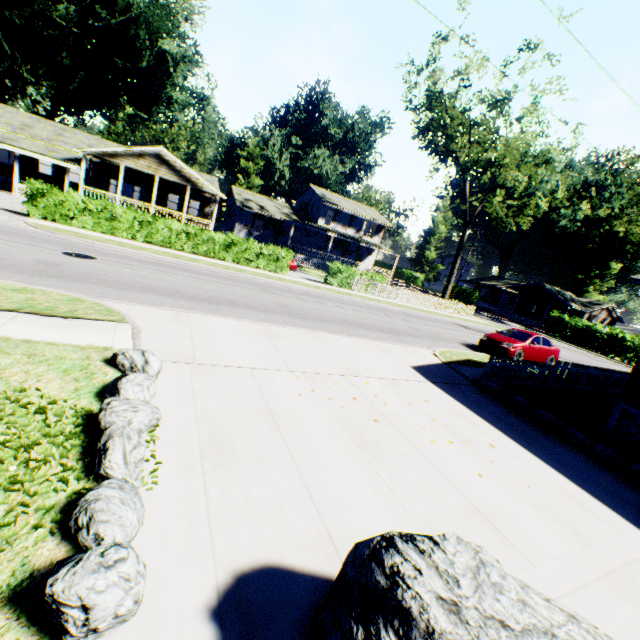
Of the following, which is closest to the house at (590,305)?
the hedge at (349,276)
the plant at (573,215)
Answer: the plant at (573,215)

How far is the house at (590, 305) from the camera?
48.12m

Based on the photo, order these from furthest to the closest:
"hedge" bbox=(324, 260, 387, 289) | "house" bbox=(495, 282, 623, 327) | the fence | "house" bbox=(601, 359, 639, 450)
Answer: "house" bbox=(495, 282, 623, 327) → "hedge" bbox=(324, 260, 387, 289) → the fence → "house" bbox=(601, 359, 639, 450)

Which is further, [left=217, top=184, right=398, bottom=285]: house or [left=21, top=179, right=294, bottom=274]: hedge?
[left=217, top=184, right=398, bottom=285]: house

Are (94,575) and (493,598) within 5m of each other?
yes

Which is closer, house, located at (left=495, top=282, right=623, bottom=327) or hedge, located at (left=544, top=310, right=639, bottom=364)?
hedge, located at (left=544, top=310, right=639, bottom=364)

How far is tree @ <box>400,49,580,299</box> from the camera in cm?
2456

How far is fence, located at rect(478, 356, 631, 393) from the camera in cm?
1120
